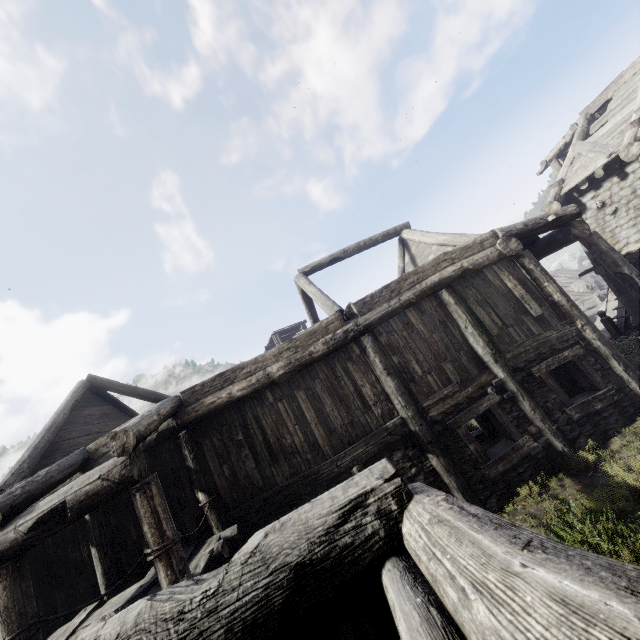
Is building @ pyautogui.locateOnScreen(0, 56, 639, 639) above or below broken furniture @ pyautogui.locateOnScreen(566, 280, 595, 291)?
above

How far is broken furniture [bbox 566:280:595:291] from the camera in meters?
30.3 m

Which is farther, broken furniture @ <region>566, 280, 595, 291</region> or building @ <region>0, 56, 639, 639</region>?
broken furniture @ <region>566, 280, 595, 291</region>

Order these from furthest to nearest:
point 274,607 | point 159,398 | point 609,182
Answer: point 159,398 < point 609,182 < point 274,607

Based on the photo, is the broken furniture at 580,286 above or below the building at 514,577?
below

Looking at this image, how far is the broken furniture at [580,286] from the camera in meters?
30.3
